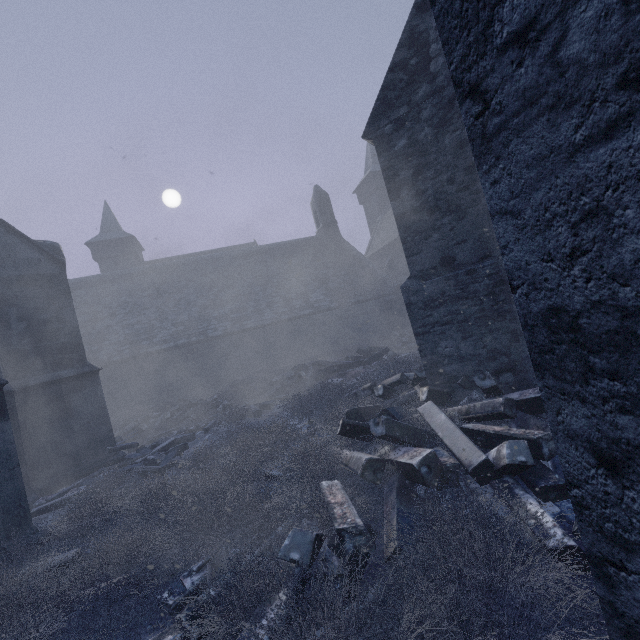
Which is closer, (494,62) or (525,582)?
(494,62)

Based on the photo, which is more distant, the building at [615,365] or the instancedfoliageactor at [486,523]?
the instancedfoliageactor at [486,523]

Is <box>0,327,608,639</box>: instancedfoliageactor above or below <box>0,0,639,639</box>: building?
below

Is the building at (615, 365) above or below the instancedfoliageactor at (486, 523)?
above

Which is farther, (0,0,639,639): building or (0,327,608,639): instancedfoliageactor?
(0,327,608,639): instancedfoliageactor
